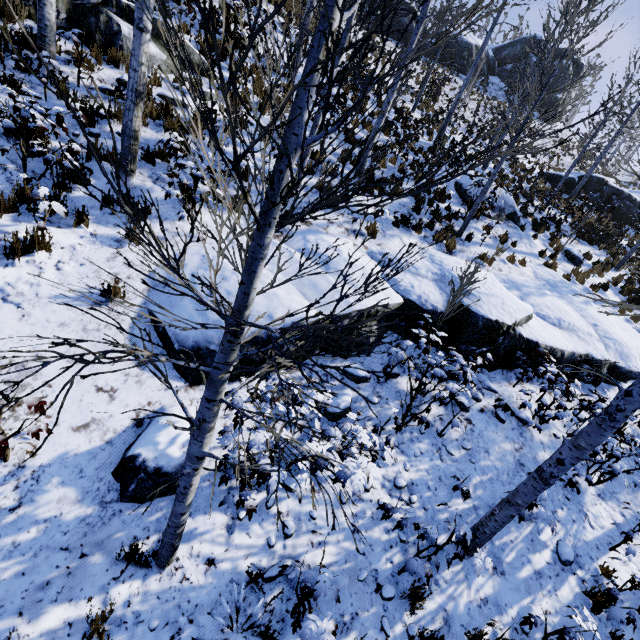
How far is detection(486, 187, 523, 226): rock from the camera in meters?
12.8

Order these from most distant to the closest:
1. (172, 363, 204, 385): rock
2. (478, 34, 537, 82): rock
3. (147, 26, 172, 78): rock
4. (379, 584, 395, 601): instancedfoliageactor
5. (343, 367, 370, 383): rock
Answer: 1. (478, 34, 537, 82): rock
2. (147, 26, 172, 78): rock
3. (343, 367, 370, 383): rock
4. (172, 363, 204, 385): rock
5. (379, 584, 395, 601): instancedfoliageactor

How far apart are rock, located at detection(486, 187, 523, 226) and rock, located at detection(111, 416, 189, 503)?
12.10m

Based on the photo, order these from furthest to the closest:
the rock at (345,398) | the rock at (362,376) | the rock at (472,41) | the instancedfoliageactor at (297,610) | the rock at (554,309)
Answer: the rock at (472,41) < the rock at (554,309) < the rock at (362,376) < the rock at (345,398) < the instancedfoliageactor at (297,610)

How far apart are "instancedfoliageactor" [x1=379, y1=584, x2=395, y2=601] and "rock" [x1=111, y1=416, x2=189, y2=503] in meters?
2.8 m

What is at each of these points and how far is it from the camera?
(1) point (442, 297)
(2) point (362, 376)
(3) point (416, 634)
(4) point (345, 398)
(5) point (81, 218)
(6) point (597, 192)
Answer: (1) rock, 6.92m
(2) rock, 5.75m
(3) instancedfoliageactor, 3.75m
(4) rock, 5.38m
(5) instancedfoliageactor, 5.22m
(6) rock, 20.56m

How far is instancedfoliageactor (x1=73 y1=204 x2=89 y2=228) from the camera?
5.1m

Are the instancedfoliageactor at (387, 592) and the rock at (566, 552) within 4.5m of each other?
yes
